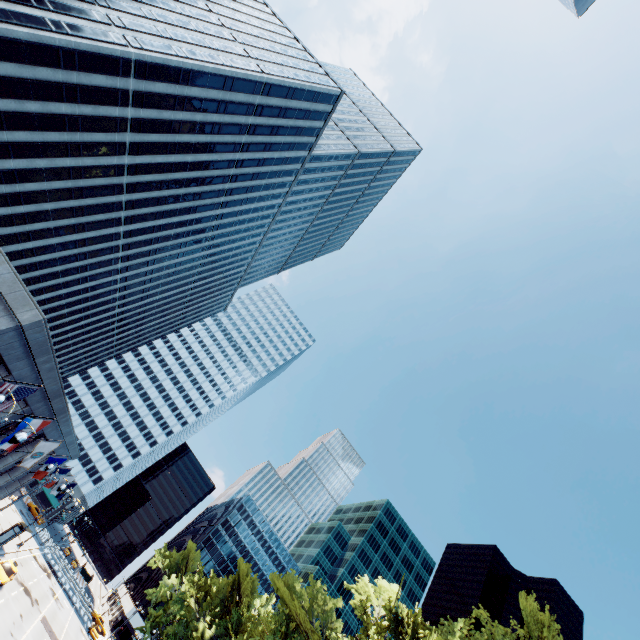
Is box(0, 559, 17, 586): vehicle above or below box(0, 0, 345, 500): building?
below

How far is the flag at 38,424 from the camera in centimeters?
1830cm

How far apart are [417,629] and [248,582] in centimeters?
2451cm

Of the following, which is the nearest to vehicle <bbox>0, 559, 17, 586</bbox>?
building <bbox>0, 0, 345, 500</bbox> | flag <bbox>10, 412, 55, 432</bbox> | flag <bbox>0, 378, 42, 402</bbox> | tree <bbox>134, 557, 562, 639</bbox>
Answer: building <bbox>0, 0, 345, 500</bbox>

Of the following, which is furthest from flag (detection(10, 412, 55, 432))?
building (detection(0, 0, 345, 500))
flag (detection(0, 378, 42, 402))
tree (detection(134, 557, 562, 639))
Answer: tree (detection(134, 557, 562, 639))

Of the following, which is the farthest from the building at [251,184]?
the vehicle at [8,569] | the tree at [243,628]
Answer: the tree at [243,628]

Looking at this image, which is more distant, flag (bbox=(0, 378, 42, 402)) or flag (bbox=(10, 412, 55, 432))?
flag (bbox=(10, 412, 55, 432))

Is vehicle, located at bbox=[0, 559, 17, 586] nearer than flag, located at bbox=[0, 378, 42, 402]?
No
